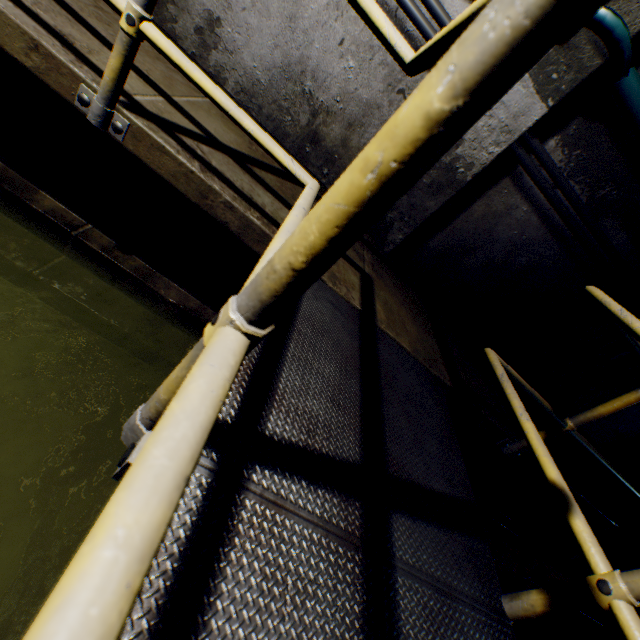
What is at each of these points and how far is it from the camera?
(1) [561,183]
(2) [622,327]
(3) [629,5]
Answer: (1) wire, 2.2m
(2) walkway, 1.1m
(3) wall archway, 1.6m

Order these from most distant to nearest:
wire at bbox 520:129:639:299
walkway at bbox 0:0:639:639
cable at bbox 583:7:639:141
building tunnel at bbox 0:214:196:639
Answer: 1. wire at bbox 520:129:639:299
2. cable at bbox 583:7:639:141
3. building tunnel at bbox 0:214:196:639
4. walkway at bbox 0:0:639:639

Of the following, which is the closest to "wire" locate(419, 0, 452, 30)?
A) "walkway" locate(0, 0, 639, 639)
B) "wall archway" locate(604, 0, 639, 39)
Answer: "wall archway" locate(604, 0, 639, 39)

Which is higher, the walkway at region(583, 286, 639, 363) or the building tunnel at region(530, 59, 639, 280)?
the building tunnel at region(530, 59, 639, 280)

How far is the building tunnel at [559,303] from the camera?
2.4 meters

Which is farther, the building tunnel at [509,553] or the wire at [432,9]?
the building tunnel at [509,553]

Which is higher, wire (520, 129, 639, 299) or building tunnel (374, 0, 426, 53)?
wire (520, 129, 639, 299)

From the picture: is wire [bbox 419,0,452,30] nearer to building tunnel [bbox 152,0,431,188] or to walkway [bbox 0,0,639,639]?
building tunnel [bbox 152,0,431,188]
